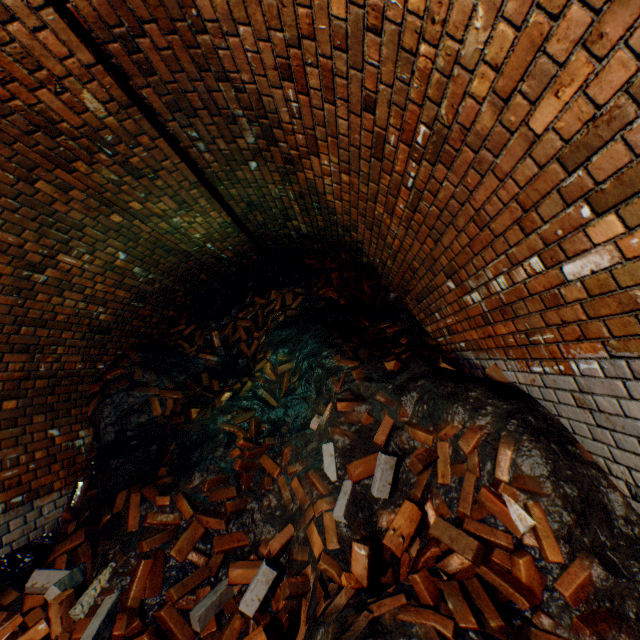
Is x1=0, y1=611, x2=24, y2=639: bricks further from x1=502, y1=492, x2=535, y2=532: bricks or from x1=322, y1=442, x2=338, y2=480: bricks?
x1=502, y1=492, x2=535, y2=532: bricks

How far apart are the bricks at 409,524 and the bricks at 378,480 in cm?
15

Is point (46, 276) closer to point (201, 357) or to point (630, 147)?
point (201, 357)

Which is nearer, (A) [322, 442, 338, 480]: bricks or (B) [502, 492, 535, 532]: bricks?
(B) [502, 492, 535, 532]: bricks

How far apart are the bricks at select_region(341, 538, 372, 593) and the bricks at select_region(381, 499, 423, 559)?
0.1m

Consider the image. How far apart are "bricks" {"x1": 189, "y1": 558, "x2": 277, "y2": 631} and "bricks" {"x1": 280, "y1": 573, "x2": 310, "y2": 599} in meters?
0.2

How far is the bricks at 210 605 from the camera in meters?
2.3

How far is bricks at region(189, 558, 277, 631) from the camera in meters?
2.3 m
